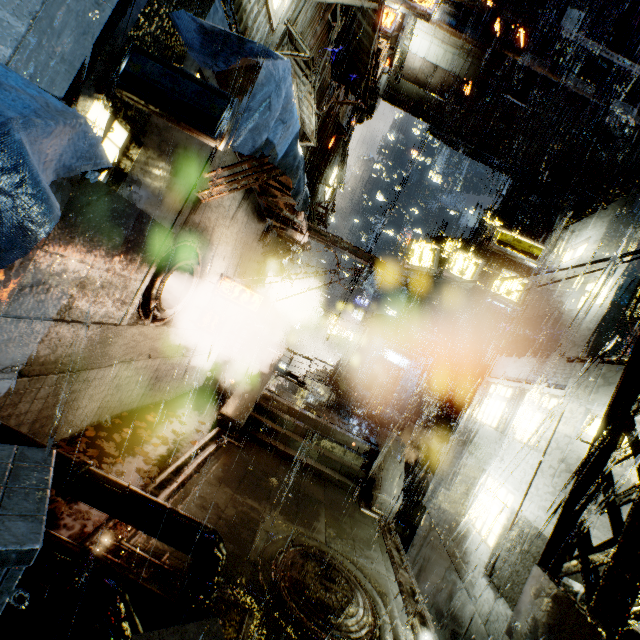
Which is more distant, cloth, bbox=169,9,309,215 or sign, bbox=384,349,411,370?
sign, bbox=384,349,411,370

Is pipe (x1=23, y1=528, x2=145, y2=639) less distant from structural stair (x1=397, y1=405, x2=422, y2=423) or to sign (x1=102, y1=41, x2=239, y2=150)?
sign (x1=102, y1=41, x2=239, y2=150)

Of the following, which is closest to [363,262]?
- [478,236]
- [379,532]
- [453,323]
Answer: [379,532]

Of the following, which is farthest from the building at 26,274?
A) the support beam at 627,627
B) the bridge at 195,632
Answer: the support beam at 627,627

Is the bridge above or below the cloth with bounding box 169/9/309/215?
below

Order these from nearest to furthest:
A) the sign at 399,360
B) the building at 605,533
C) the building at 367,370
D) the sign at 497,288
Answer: the building at 605,533
the building at 367,370
the sign at 497,288
the sign at 399,360

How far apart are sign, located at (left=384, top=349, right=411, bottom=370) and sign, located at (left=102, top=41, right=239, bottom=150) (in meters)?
30.09

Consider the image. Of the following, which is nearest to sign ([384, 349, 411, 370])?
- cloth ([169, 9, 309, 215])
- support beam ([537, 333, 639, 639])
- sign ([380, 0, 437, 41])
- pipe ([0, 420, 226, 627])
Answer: cloth ([169, 9, 309, 215])
